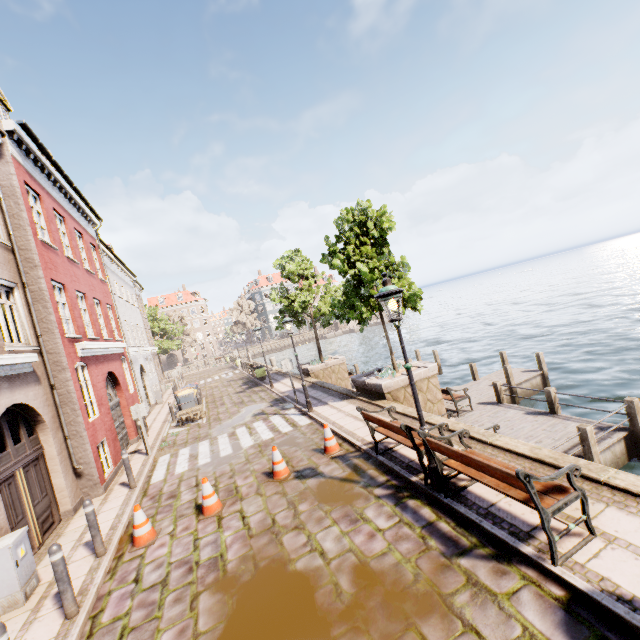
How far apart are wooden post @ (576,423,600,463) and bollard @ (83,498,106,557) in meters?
10.8

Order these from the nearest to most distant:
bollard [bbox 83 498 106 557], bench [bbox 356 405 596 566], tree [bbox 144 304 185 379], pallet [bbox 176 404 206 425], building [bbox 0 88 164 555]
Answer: bench [bbox 356 405 596 566]
bollard [bbox 83 498 106 557]
building [bbox 0 88 164 555]
pallet [bbox 176 404 206 425]
tree [bbox 144 304 185 379]

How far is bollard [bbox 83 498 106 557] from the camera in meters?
6.2

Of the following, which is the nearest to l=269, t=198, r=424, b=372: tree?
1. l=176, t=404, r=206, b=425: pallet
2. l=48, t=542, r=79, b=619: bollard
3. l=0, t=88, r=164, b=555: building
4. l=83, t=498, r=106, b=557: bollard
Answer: l=176, t=404, r=206, b=425: pallet

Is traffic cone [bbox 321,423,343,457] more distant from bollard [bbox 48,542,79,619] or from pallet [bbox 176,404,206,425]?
pallet [bbox 176,404,206,425]

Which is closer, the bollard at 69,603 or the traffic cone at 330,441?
the bollard at 69,603

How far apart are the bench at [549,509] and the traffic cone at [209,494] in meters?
4.6 m

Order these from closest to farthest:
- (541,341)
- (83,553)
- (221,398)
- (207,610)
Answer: (207,610)
(83,553)
(221,398)
(541,341)
